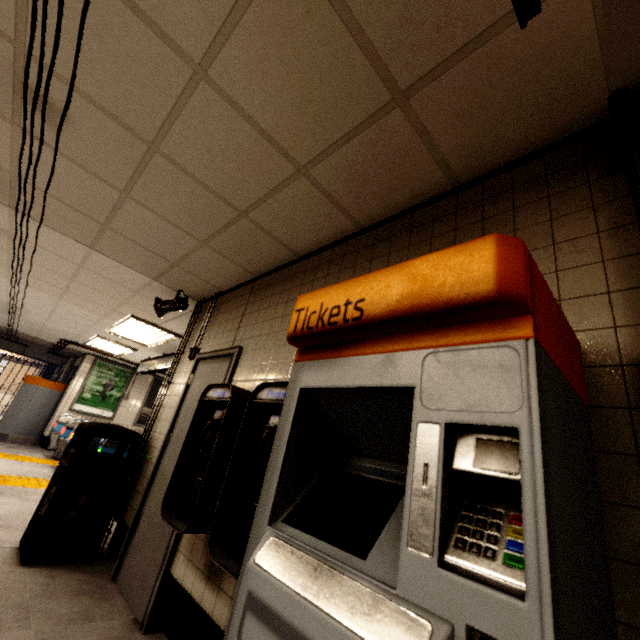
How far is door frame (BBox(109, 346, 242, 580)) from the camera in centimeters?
290cm

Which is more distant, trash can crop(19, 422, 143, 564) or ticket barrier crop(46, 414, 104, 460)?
ticket barrier crop(46, 414, 104, 460)

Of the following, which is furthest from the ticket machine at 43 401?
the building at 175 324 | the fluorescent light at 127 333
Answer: the building at 175 324

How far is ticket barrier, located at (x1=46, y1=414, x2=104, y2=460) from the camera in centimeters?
805cm

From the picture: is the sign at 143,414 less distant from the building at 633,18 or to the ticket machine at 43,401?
the ticket machine at 43,401

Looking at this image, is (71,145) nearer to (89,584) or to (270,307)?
(270,307)

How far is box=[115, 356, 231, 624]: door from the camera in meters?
2.5 m

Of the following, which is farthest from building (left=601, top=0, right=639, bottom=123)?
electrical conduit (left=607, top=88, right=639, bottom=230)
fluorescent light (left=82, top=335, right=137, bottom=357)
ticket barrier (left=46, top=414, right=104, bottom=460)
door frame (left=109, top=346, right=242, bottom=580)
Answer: ticket barrier (left=46, top=414, right=104, bottom=460)
